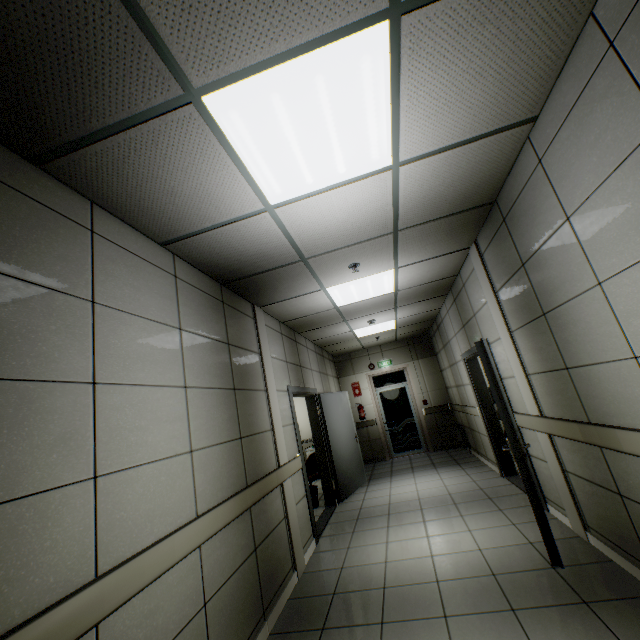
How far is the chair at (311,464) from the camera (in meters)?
6.70

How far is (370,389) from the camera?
9.8m

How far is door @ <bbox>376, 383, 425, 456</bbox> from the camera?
Result: 9.3 meters

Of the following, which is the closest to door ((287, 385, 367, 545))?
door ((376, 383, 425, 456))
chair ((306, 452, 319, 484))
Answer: chair ((306, 452, 319, 484))

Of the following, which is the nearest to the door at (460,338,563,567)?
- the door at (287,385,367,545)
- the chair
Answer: the door at (287,385,367,545)

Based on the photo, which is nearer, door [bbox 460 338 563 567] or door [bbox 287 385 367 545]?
door [bbox 460 338 563 567]

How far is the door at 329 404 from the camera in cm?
486

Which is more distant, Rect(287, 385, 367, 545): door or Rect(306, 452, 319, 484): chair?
Rect(306, 452, 319, 484): chair
